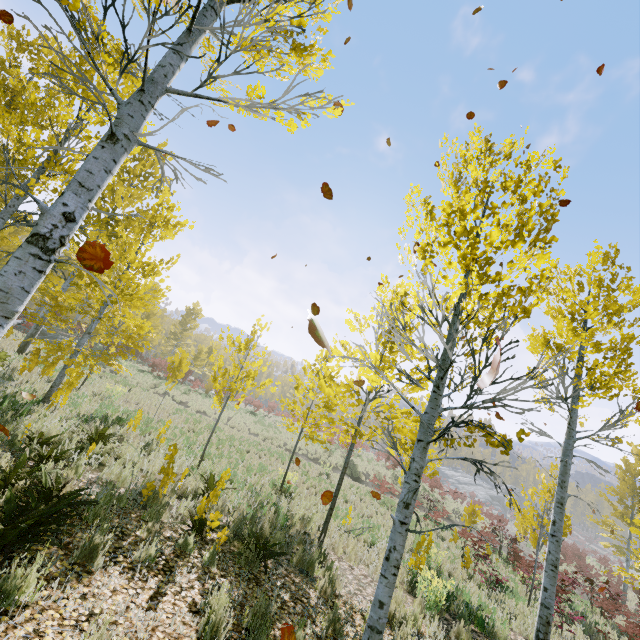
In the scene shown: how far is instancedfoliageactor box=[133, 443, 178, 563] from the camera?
4.10m

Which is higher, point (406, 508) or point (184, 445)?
point (406, 508)

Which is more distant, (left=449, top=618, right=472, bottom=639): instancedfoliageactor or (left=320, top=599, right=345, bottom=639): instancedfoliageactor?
(left=449, top=618, right=472, bottom=639): instancedfoliageactor

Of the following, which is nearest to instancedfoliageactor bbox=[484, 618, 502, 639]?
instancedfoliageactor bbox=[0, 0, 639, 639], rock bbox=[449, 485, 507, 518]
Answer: instancedfoliageactor bbox=[0, 0, 639, 639]

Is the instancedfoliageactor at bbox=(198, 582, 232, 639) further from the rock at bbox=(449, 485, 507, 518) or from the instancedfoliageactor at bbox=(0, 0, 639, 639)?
the rock at bbox=(449, 485, 507, 518)

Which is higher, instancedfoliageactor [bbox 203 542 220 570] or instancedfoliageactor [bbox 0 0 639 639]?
instancedfoliageactor [bbox 0 0 639 639]

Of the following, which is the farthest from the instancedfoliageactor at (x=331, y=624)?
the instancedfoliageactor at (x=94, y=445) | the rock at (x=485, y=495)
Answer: the rock at (x=485, y=495)

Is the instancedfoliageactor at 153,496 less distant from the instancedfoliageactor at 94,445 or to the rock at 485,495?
the instancedfoliageactor at 94,445
